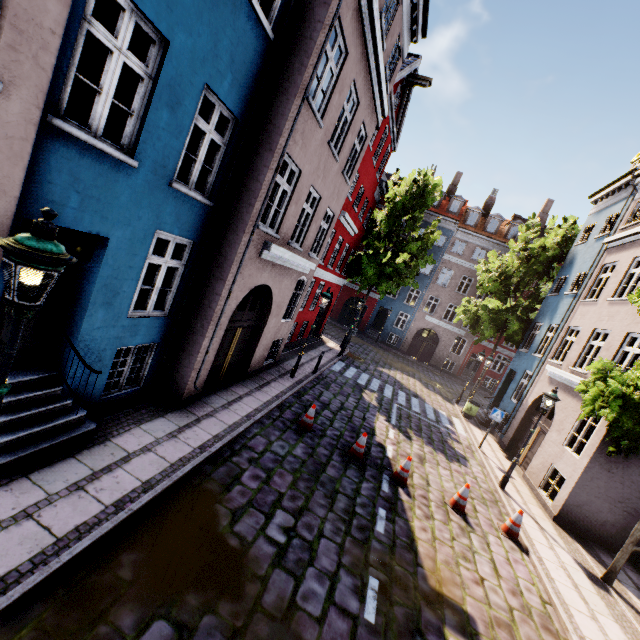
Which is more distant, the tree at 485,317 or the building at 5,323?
the tree at 485,317

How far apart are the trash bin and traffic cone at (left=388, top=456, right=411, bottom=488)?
10.53m

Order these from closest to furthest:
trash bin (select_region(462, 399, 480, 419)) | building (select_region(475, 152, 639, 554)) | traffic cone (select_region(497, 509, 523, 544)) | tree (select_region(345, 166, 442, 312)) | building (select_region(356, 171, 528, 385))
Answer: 1. traffic cone (select_region(497, 509, 523, 544))
2. building (select_region(475, 152, 639, 554))
3. trash bin (select_region(462, 399, 480, 419))
4. tree (select_region(345, 166, 442, 312))
5. building (select_region(356, 171, 528, 385))

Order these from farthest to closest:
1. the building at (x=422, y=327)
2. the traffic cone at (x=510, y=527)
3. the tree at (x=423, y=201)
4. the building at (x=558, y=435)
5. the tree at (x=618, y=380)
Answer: the building at (x=422, y=327)
the tree at (x=423, y=201)
the building at (x=558, y=435)
the traffic cone at (x=510, y=527)
the tree at (x=618, y=380)

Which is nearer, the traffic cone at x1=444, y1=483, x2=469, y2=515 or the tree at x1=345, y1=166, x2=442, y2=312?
the traffic cone at x1=444, y1=483, x2=469, y2=515

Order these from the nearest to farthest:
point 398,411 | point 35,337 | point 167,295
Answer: point 35,337
point 167,295
point 398,411

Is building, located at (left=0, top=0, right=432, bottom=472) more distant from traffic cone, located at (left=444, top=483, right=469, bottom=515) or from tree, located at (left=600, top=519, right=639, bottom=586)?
traffic cone, located at (left=444, top=483, right=469, bottom=515)

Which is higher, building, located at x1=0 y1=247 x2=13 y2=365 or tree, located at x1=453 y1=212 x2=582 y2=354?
tree, located at x1=453 y1=212 x2=582 y2=354
